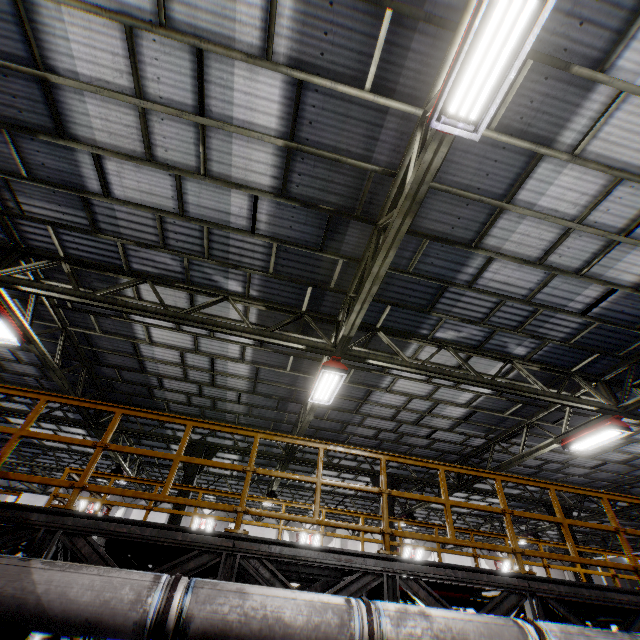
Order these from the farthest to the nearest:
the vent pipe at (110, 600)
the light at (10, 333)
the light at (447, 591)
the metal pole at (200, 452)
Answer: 1. the metal pole at (200, 452)
2. the light at (10, 333)
3. the light at (447, 591)
4. the vent pipe at (110, 600)

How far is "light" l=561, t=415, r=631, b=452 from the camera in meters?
8.2 m

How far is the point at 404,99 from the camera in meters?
4.7 m

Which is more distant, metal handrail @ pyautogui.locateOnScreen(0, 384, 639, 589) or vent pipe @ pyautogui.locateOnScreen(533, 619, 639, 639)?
metal handrail @ pyautogui.locateOnScreen(0, 384, 639, 589)

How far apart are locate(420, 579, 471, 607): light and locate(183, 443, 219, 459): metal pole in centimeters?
780cm

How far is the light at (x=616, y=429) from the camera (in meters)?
8.25

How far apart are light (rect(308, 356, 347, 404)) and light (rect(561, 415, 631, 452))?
7.0m

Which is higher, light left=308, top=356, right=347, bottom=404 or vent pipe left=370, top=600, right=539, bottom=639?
light left=308, top=356, right=347, bottom=404
